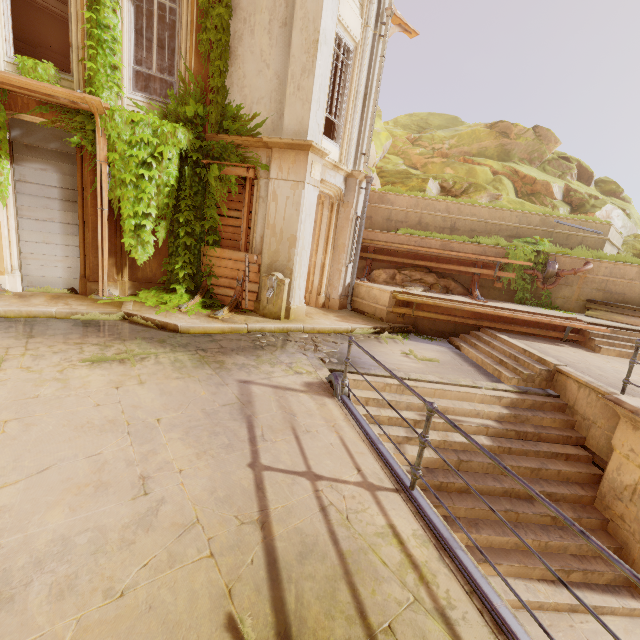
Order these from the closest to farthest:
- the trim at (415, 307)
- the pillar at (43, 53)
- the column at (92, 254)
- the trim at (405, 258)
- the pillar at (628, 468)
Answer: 1. the pillar at (628, 468)
2. the column at (92, 254)
3. the trim at (415, 307)
4. the trim at (405, 258)
5. the pillar at (43, 53)

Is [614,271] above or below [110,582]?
above

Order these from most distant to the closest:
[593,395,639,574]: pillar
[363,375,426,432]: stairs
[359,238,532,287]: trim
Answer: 1. [359,238,532,287]: trim
2. [363,375,426,432]: stairs
3. [593,395,639,574]: pillar

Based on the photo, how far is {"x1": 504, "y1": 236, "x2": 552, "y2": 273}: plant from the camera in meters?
11.4 m

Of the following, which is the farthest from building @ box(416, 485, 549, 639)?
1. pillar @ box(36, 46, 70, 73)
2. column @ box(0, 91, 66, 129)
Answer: pillar @ box(36, 46, 70, 73)

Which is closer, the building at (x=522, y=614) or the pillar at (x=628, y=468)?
the building at (x=522, y=614)

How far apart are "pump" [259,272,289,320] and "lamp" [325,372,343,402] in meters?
3.3

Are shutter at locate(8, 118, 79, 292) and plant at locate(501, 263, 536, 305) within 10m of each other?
no
